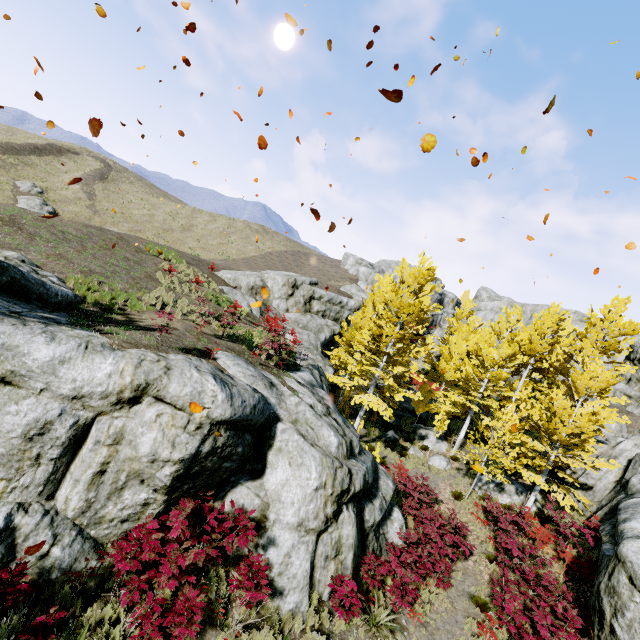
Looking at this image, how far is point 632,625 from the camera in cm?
780

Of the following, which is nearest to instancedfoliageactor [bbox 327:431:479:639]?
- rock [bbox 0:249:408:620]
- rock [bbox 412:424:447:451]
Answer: rock [bbox 0:249:408:620]

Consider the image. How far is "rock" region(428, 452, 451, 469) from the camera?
19.38m

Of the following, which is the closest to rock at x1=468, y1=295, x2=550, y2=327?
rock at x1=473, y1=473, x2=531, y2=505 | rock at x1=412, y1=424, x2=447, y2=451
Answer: rock at x1=473, y1=473, x2=531, y2=505

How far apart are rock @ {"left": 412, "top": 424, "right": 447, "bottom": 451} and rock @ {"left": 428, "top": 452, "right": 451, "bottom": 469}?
1.13m

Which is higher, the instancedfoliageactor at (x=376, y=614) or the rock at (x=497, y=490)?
the rock at (x=497, y=490)

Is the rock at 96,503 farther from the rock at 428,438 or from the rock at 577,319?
the rock at 577,319

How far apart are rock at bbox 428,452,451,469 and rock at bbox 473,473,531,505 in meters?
1.3 m
